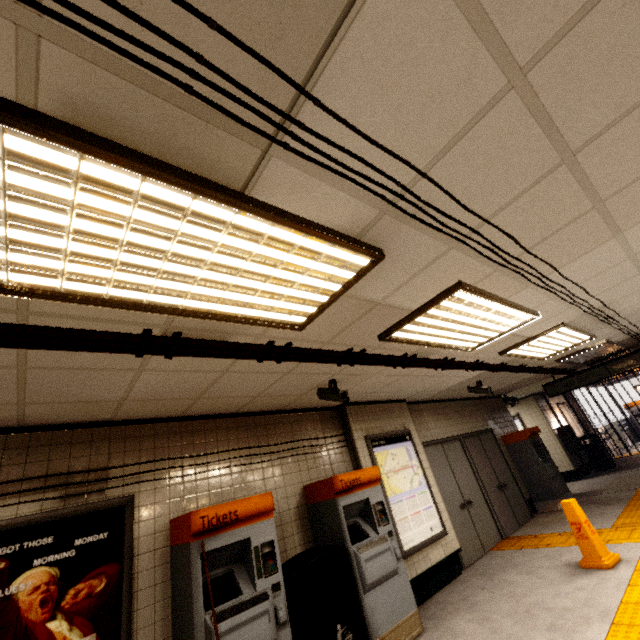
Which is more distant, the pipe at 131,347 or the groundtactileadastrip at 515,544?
the groundtactileadastrip at 515,544

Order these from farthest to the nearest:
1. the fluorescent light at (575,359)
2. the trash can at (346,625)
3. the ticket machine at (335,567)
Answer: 1. the fluorescent light at (575,359)
2. the ticket machine at (335,567)
3. the trash can at (346,625)

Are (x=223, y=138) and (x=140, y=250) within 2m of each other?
yes

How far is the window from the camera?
4.1 meters

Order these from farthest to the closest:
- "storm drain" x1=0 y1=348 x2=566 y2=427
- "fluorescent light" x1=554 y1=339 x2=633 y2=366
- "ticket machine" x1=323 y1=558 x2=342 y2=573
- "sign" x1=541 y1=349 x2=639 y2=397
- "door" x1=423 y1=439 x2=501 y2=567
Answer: "sign" x1=541 y1=349 x2=639 y2=397 < "fluorescent light" x1=554 y1=339 x2=633 y2=366 < "door" x1=423 y1=439 x2=501 y2=567 < "ticket machine" x1=323 y1=558 x2=342 y2=573 < "storm drain" x1=0 y1=348 x2=566 y2=427

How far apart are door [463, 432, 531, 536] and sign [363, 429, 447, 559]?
2.15m

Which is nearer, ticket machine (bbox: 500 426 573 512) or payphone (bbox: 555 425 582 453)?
ticket machine (bbox: 500 426 573 512)

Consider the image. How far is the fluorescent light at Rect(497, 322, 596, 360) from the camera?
4.8m
